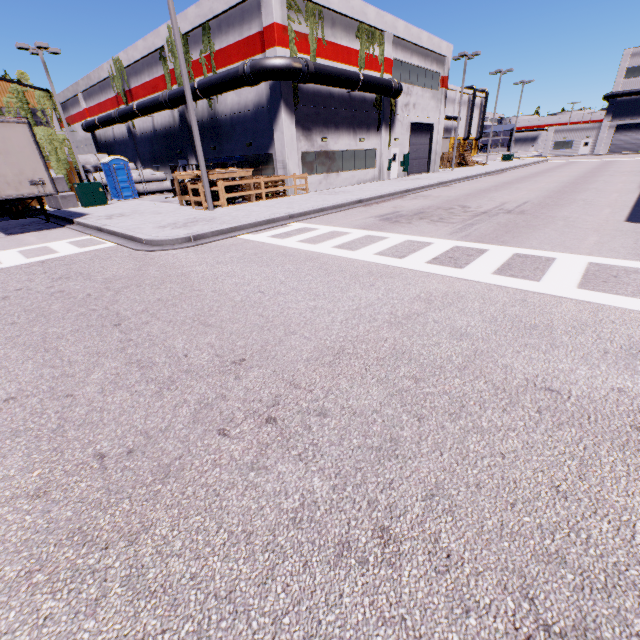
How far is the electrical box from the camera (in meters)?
19.16

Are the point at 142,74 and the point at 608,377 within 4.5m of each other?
no

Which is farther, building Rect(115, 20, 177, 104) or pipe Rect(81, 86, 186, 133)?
building Rect(115, 20, 177, 104)

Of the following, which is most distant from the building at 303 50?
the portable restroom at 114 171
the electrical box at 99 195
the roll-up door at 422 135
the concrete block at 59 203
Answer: the electrical box at 99 195

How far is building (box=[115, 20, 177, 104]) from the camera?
23.69m

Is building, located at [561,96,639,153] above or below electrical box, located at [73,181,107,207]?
above

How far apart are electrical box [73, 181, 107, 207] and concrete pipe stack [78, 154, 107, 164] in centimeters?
1932cm

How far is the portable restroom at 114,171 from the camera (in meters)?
23.52
